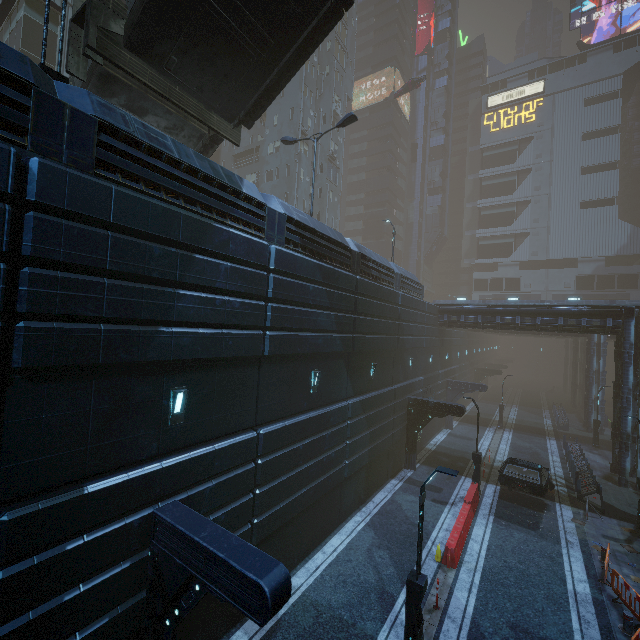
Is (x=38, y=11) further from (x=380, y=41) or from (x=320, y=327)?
(x=380, y=41)

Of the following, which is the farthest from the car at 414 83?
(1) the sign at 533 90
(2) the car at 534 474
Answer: (2) the car at 534 474

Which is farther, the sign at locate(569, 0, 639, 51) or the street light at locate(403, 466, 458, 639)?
the sign at locate(569, 0, 639, 51)

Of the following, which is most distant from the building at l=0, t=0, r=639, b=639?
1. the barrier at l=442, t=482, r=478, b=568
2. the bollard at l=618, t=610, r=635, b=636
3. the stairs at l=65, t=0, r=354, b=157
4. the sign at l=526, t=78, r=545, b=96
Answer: the bollard at l=618, t=610, r=635, b=636

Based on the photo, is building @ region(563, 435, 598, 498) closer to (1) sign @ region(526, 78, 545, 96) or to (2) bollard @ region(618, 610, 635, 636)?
(1) sign @ region(526, 78, 545, 96)

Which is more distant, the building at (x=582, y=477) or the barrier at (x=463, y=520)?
the building at (x=582, y=477)

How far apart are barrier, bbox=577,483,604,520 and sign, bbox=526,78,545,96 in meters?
69.5

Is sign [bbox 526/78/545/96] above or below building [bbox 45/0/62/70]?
above
